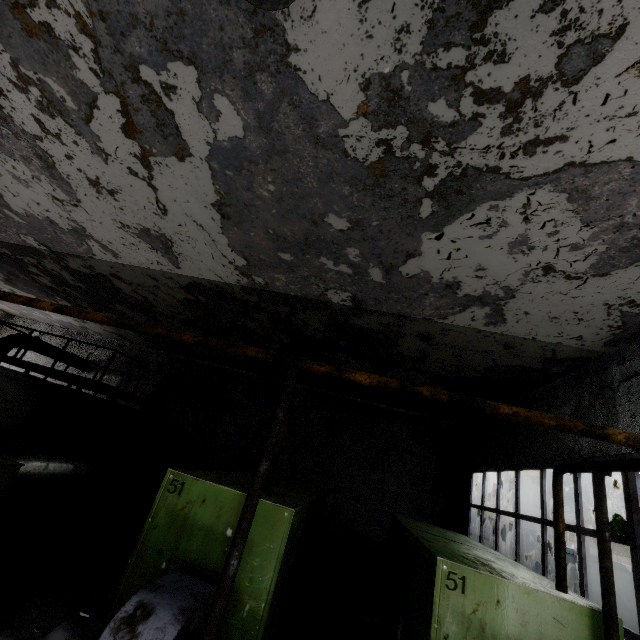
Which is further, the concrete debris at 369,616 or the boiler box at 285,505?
the concrete debris at 369,616

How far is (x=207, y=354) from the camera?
15.0 meters

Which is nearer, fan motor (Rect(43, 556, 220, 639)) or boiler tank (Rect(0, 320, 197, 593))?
fan motor (Rect(43, 556, 220, 639))

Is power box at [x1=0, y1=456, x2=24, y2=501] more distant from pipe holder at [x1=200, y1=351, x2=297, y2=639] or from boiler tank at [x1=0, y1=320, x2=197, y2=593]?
pipe holder at [x1=200, y1=351, x2=297, y2=639]

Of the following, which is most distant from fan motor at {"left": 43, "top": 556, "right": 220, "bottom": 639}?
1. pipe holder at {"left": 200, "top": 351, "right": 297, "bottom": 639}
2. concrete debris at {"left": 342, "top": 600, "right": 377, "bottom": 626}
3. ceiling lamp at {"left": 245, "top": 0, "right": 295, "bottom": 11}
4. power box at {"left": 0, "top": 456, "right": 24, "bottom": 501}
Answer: concrete debris at {"left": 342, "top": 600, "right": 377, "bottom": 626}

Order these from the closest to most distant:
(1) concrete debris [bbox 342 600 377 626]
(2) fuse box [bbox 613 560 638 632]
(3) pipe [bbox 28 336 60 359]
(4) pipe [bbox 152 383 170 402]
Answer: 1. (1) concrete debris [bbox 342 600 377 626]
2. (2) fuse box [bbox 613 560 638 632]
3. (4) pipe [bbox 152 383 170 402]
4. (3) pipe [bbox 28 336 60 359]

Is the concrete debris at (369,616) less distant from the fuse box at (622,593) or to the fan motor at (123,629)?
the fuse box at (622,593)

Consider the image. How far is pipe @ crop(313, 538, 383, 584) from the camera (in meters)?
10.86
